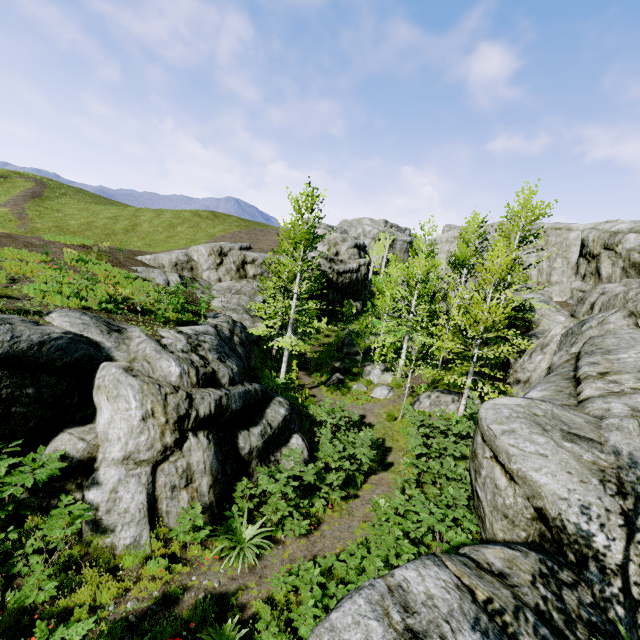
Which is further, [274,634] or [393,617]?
[274,634]

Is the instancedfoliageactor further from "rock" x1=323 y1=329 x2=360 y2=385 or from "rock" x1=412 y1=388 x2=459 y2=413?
"rock" x1=412 y1=388 x2=459 y2=413

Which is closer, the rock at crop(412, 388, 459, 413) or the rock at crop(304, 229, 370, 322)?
the rock at crop(412, 388, 459, 413)

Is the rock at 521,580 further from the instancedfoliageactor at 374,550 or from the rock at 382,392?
the rock at 382,392

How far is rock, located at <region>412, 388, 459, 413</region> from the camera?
16.5m

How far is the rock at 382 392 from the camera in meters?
18.9 m

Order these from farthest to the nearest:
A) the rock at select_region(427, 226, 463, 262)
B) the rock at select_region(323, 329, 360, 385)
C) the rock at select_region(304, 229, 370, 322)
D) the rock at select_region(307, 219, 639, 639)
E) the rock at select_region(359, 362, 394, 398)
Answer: the rock at select_region(427, 226, 463, 262) < the rock at select_region(304, 229, 370, 322) < the rock at select_region(323, 329, 360, 385) < the rock at select_region(359, 362, 394, 398) < the rock at select_region(307, 219, 639, 639)

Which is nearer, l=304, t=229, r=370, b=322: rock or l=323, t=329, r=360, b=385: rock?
l=323, t=329, r=360, b=385: rock
